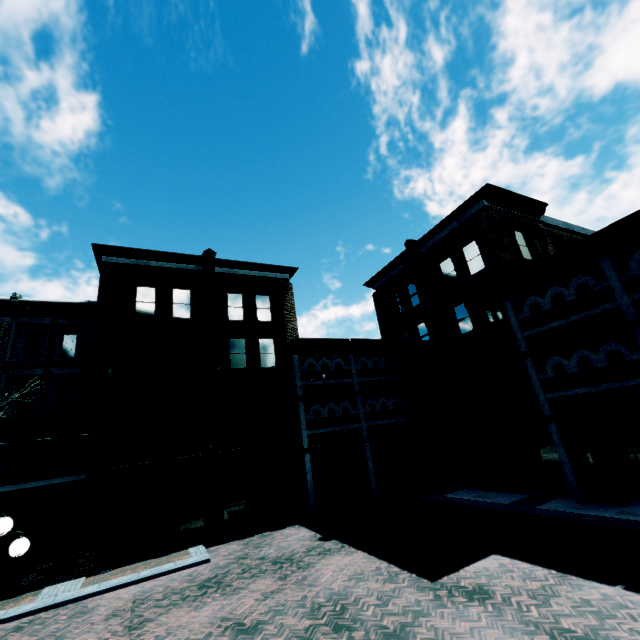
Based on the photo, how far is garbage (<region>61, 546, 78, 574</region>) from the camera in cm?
1342

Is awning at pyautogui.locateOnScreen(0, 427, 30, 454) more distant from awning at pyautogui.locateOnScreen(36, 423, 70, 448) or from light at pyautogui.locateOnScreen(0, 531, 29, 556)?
light at pyautogui.locateOnScreen(0, 531, 29, 556)

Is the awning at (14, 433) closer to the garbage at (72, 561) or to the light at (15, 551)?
the garbage at (72, 561)

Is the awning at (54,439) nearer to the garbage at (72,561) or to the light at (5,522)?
the garbage at (72,561)

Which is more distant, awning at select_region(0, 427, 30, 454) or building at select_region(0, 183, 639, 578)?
awning at select_region(0, 427, 30, 454)

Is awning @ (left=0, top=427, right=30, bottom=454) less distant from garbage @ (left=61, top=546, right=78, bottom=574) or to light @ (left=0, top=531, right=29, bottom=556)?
garbage @ (left=61, top=546, right=78, bottom=574)

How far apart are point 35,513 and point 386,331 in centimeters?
2255cm

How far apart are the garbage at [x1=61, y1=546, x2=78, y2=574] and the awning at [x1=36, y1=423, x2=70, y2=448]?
4.6m
